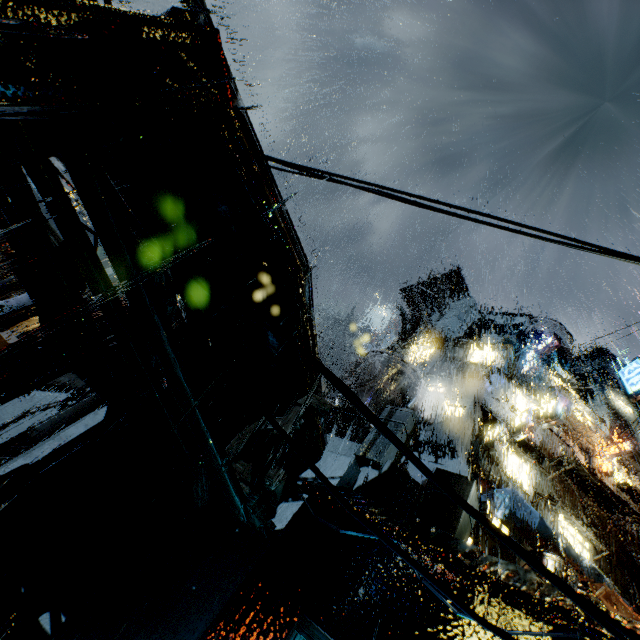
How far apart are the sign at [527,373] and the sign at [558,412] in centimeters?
900cm

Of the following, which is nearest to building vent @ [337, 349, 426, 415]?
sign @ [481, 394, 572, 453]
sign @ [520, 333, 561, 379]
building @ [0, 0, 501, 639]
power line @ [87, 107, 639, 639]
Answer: building @ [0, 0, 501, 639]

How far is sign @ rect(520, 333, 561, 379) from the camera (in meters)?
24.23

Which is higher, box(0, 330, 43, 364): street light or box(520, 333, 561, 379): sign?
box(520, 333, 561, 379): sign

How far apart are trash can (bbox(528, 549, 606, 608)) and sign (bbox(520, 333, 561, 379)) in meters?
22.2

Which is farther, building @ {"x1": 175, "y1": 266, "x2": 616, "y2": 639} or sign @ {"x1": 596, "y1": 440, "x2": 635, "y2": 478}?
sign @ {"x1": 596, "y1": 440, "x2": 635, "y2": 478}

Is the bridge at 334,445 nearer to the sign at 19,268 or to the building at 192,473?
the building at 192,473

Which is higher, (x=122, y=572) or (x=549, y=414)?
(x=549, y=414)
